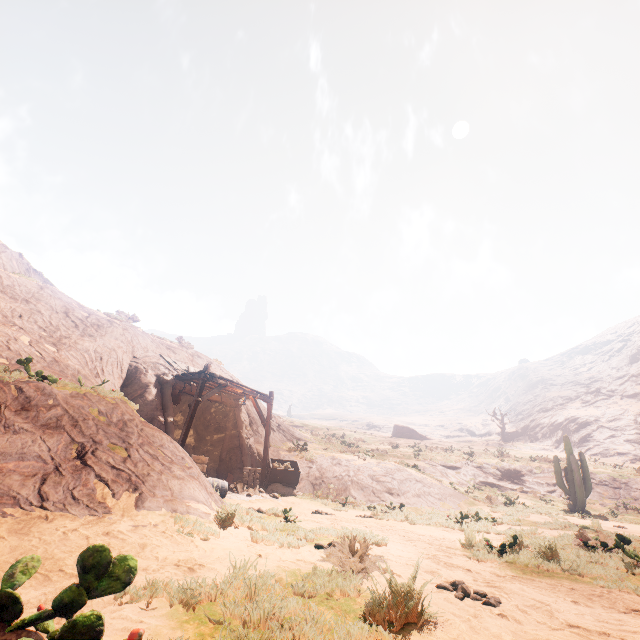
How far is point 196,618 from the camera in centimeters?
251cm

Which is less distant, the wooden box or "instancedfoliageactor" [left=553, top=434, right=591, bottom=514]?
the wooden box

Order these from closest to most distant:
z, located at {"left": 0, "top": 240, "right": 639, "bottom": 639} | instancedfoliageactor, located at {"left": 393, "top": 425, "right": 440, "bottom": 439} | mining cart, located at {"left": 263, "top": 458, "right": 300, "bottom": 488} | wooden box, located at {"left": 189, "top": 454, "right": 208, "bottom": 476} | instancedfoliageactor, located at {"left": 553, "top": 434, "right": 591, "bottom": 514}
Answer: z, located at {"left": 0, "top": 240, "right": 639, "bottom": 639}, wooden box, located at {"left": 189, "top": 454, "right": 208, "bottom": 476}, mining cart, located at {"left": 263, "top": 458, "right": 300, "bottom": 488}, instancedfoliageactor, located at {"left": 553, "top": 434, "right": 591, "bottom": 514}, instancedfoliageactor, located at {"left": 393, "top": 425, "right": 440, "bottom": 439}

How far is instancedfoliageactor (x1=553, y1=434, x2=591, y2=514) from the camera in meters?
17.5 m

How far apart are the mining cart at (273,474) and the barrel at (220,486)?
3.43m

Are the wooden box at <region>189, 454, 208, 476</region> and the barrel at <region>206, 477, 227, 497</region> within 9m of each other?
yes

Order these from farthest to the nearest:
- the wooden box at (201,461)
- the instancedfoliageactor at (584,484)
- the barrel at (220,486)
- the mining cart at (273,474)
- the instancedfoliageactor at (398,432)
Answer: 1. the instancedfoliageactor at (398,432)
2. the instancedfoliageactor at (584,484)
3. the mining cart at (273,474)
4. the wooden box at (201,461)
5. the barrel at (220,486)

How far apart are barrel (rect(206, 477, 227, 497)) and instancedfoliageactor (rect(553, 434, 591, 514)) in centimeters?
1870cm
